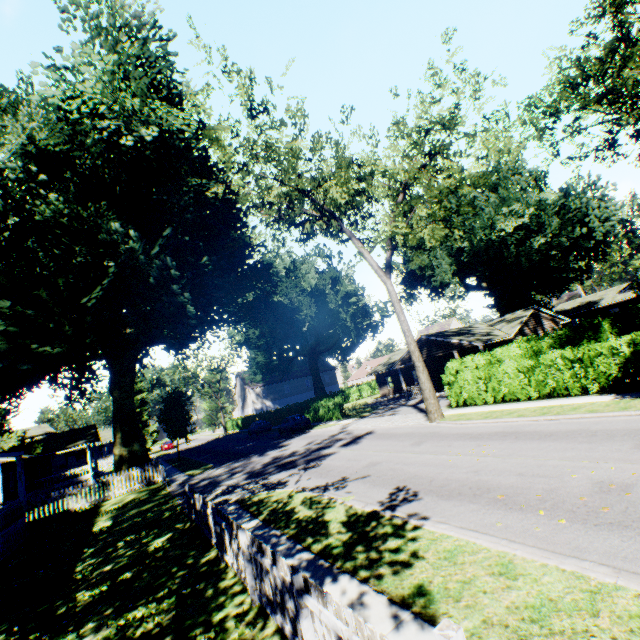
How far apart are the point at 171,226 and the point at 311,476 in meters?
17.6 m

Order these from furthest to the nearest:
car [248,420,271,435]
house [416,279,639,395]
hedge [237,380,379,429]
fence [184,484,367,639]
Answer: car [248,420,271,435] → hedge [237,380,379,429] → house [416,279,639,395] → fence [184,484,367,639]

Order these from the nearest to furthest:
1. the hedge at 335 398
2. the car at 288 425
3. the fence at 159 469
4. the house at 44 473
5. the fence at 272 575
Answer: the fence at 272 575
the house at 44 473
the fence at 159 469
the car at 288 425
the hedge at 335 398

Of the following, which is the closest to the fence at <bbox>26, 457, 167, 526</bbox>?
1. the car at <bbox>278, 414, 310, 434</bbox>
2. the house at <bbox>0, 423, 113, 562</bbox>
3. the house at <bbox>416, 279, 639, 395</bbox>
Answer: the house at <bbox>0, 423, 113, 562</bbox>

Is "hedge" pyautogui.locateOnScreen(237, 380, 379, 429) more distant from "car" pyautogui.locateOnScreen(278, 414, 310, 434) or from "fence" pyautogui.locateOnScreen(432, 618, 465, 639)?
"car" pyautogui.locateOnScreen(278, 414, 310, 434)

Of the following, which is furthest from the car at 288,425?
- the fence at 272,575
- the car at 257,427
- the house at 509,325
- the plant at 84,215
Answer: the fence at 272,575

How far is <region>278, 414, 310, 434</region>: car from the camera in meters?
30.8 m

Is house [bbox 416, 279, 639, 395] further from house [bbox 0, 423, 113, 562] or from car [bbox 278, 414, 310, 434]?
house [bbox 0, 423, 113, 562]
